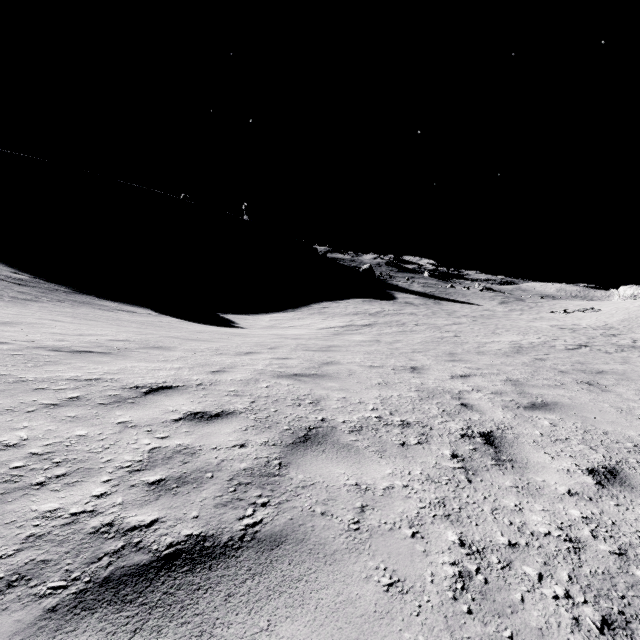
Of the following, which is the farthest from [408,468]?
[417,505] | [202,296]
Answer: [202,296]
